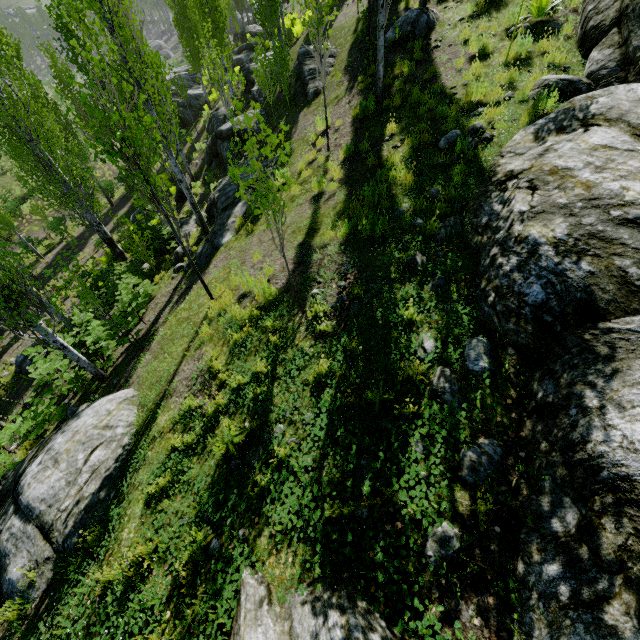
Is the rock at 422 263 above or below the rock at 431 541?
below

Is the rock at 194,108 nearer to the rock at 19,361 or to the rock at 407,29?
the rock at 407,29

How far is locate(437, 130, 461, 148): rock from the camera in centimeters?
688cm

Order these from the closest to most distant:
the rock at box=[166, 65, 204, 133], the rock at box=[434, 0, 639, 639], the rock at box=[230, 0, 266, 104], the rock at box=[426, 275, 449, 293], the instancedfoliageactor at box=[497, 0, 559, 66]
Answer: the rock at box=[434, 0, 639, 639] < the rock at box=[426, 275, 449, 293] < the instancedfoliageactor at box=[497, 0, 559, 66] < the rock at box=[230, 0, 266, 104] < the rock at box=[166, 65, 204, 133]

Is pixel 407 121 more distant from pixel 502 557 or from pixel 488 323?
pixel 502 557

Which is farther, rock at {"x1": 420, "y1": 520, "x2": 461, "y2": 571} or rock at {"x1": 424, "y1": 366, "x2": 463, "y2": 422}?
rock at {"x1": 424, "y1": 366, "x2": 463, "y2": 422}

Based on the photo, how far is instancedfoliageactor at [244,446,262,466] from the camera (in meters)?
3.79
